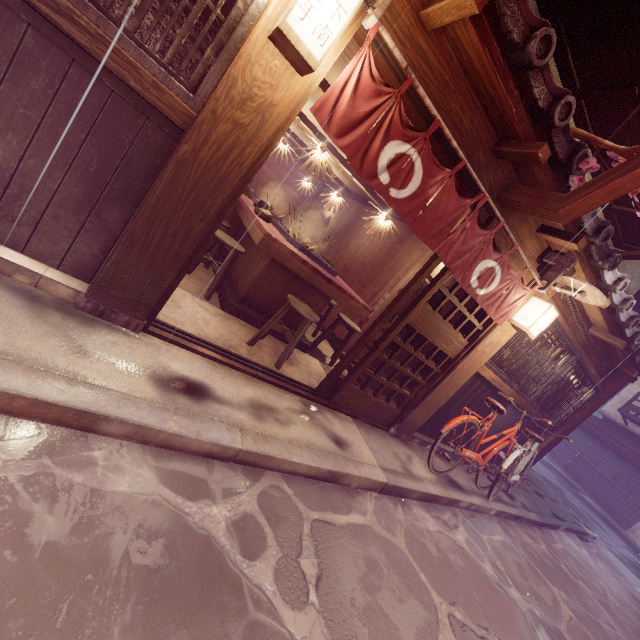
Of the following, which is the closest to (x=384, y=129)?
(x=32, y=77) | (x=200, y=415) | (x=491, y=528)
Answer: (x=32, y=77)

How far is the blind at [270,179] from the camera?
17.4m

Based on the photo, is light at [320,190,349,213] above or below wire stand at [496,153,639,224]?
below

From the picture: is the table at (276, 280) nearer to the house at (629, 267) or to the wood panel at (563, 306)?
the wood panel at (563, 306)

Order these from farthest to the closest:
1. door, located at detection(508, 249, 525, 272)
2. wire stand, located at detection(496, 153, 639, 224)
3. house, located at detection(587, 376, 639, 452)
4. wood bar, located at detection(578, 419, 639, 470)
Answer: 1. house, located at detection(587, 376, 639, 452)
2. wood bar, located at detection(578, 419, 639, 470)
3. door, located at detection(508, 249, 525, 272)
4. wire stand, located at detection(496, 153, 639, 224)

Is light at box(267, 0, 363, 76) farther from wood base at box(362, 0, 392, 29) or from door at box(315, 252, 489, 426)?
door at box(315, 252, 489, 426)

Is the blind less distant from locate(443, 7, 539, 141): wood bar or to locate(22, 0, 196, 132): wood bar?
locate(443, 7, 539, 141): wood bar

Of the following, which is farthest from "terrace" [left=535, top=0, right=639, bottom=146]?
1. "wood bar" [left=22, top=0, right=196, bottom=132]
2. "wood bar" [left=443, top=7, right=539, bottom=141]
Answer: "wood bar" [left=22, top=0, right=196, bottom=132]
